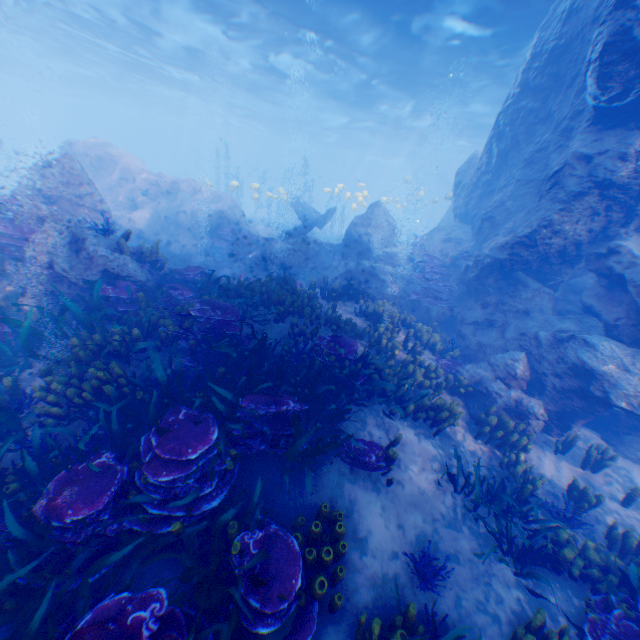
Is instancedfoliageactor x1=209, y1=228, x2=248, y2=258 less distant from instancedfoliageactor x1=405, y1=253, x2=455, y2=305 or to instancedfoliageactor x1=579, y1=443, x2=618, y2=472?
instancedfoliageactor x1=405, y1=253, x2=455, y2=305

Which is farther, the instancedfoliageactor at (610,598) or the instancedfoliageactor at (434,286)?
the instancedfoliageactor at (434,286)

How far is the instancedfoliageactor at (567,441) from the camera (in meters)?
7.78

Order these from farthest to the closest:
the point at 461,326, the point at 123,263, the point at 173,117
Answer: the point at 173,117
the point at 461,326
the point at 123,263

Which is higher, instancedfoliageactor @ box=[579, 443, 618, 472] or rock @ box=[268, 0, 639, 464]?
rock @ box=[268, 0, 639, 464]

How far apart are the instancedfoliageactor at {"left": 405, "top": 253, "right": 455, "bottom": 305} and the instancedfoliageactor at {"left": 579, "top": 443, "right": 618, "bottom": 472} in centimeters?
564cm

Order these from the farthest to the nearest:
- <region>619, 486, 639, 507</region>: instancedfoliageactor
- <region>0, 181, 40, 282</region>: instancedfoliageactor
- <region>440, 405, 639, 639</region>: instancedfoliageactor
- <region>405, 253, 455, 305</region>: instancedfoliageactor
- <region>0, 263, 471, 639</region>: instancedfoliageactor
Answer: <region>405, 253, 455, 305</region>: instancedfoliageactor < <region>0, 181, 40, 282</region>: instancedfoliageactor < <region>619, 486, 639, 507</region>: instancedfoliageactor < <region>440, 405, 639, 639</region>: instancedfoliageactor < <region>0, 263, 471, 639</region>: instancedfoliageactor

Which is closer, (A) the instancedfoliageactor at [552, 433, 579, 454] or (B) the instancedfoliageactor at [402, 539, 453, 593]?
(B) the instancedfoliageactor at [402, 539, 453, 593]
